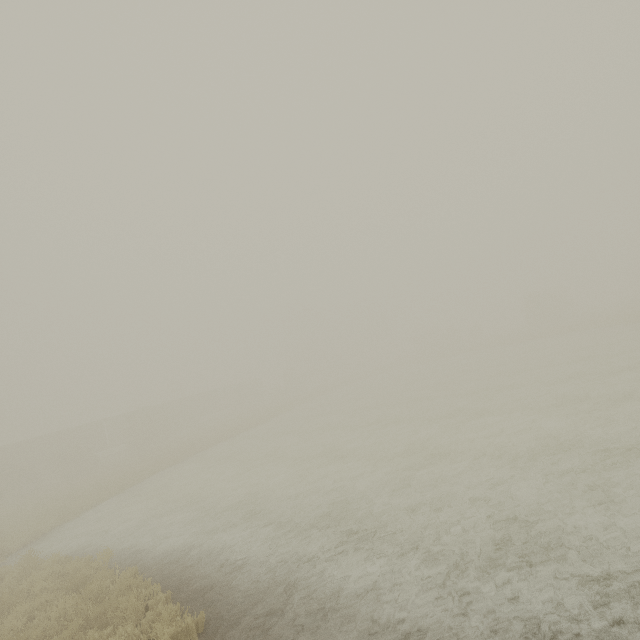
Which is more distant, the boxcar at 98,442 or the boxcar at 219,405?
the boxcar at 219,405

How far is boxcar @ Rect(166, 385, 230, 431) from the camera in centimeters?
4941cm

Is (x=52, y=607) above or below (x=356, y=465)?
above

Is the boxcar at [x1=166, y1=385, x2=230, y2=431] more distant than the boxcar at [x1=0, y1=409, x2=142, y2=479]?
Yes

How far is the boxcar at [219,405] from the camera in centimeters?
4941cm
